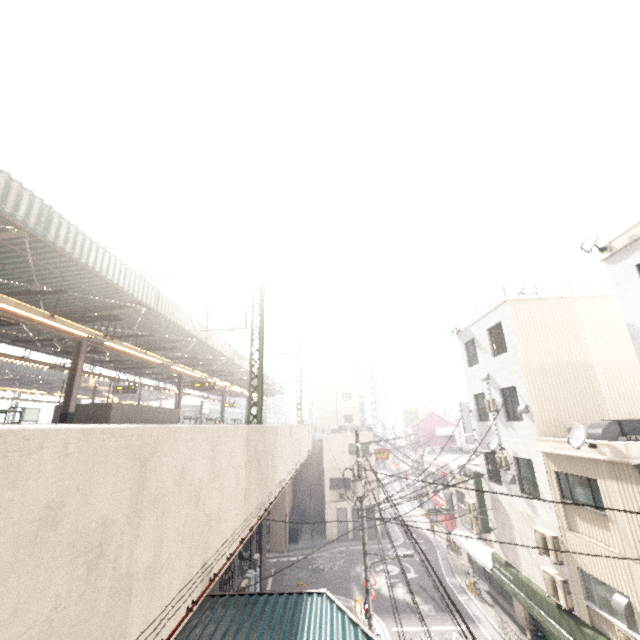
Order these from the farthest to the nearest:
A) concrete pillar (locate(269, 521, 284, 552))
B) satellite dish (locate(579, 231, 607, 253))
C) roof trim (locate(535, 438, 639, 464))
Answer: concrete pillar (locate(269, 521, 284, 552)), satellite dish (locate(579, 231, 607, 253)), roof trim (locate(535, 438, 639, 464))

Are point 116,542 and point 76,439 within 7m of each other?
yes

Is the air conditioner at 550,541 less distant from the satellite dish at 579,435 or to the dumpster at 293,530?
the satellite dish at 579,435

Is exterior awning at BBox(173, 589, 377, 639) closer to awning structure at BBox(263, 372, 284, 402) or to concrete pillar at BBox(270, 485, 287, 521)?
awning structure at BBox(263, 372, 284, 402)

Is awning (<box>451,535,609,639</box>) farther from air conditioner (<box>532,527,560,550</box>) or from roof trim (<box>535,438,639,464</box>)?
roof trim (<box>535,438,639,464</box>)

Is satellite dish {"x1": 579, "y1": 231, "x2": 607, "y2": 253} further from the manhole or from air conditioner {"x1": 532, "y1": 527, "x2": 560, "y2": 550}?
the manhole

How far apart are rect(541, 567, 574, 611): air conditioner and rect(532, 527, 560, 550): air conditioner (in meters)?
0.38

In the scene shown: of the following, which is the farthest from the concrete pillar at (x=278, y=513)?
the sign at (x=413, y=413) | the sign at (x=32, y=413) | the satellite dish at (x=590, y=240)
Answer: the sign at (x=413, y=413)
